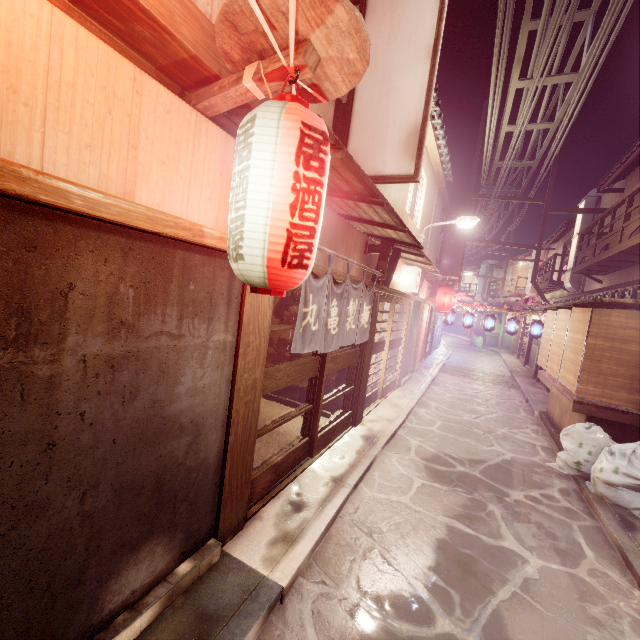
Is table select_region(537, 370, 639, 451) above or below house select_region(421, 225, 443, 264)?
below

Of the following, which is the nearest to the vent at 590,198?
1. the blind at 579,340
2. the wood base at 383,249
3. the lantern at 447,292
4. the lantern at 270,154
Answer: the lantern at 447,292

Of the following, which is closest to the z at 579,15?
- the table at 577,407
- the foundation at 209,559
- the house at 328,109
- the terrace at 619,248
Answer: the house at 328,109

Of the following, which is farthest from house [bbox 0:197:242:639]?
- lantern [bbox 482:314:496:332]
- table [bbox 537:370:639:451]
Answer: lantern [bbox 482:314:496:332]

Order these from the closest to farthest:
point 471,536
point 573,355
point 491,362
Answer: point 471,536, point 573,355, point 491,362

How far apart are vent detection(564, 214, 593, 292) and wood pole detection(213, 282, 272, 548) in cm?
3073

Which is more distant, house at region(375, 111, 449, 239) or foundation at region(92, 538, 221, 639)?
house at region(375, 111, 449, 239)

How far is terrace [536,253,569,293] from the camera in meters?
30.3 m
